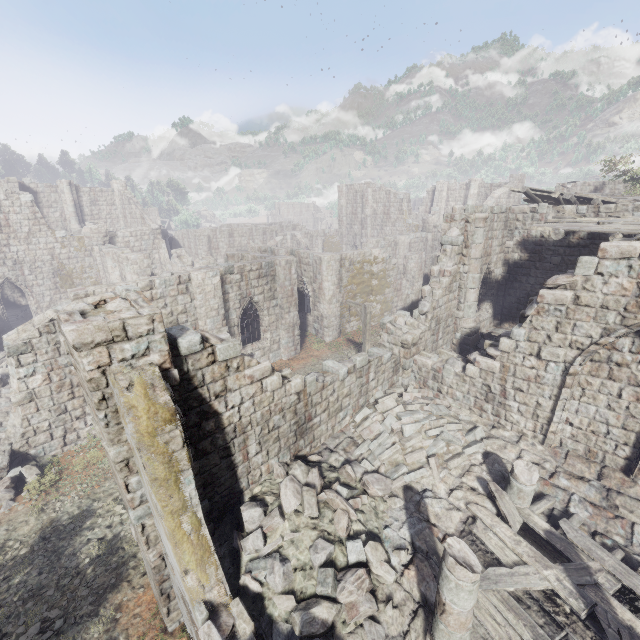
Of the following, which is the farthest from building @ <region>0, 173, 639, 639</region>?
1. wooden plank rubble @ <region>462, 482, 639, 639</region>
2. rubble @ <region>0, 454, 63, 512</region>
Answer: rubble @ <region>0, 454, 63, 512</region>

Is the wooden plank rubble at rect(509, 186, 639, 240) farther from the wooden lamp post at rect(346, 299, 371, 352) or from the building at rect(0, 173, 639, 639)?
the wooden lamp post at rect(346, 299, 371, 352)

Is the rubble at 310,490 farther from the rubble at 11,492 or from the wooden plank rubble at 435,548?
the rubble at 11,492

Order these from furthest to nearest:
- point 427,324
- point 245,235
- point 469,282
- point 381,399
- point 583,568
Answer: point 245,235
point 469,282
point 427,324
point 381,399
point 583,568

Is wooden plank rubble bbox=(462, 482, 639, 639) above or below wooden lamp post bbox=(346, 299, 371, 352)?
below

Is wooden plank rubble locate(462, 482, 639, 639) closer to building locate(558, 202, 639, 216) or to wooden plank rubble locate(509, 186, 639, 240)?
building locate(558, 202, 639, 216)

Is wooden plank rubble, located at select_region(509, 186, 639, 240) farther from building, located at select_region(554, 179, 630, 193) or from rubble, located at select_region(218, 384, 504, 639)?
rubble, located at select_region(218, 384, 504, 639)

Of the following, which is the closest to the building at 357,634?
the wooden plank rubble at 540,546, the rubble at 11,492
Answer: the wooden plank rubble at 540,546
